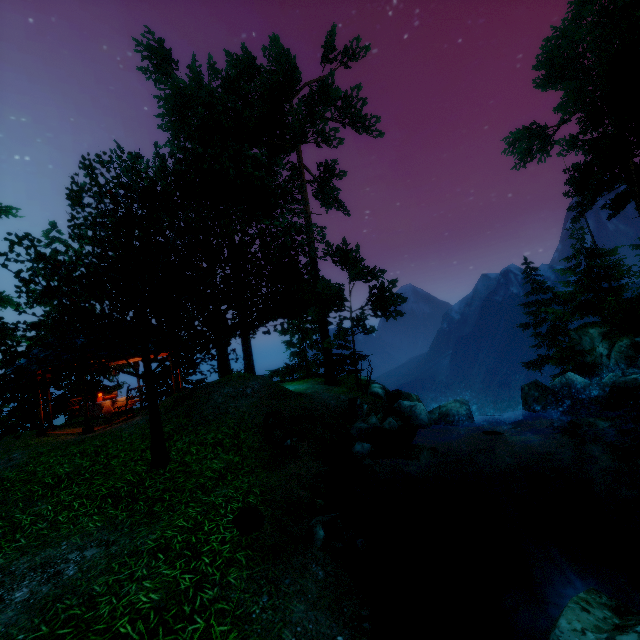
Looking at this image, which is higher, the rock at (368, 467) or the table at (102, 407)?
the table at (102, 407)

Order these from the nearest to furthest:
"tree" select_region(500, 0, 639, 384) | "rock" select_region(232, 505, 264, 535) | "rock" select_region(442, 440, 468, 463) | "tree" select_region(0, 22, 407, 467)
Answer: "rock" select_region(232, 505, 264, 535) → "tree" select_region(0, 22, 407, 467) → "rock" select_region(442, 440, 468, 463) → "tree" select_region(500, 0, 639, 384)

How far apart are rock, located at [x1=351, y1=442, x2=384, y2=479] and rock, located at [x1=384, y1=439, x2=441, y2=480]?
0.8 meters

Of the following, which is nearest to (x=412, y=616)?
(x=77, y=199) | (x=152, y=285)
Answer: (x=152, y=285)

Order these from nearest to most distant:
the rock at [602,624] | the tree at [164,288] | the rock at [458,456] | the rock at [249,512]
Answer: the rock at [602,624] < the rock at [249,512] < the tree at [164,288] < the rock at [458,456]

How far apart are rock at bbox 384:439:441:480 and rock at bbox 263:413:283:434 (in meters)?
3.27

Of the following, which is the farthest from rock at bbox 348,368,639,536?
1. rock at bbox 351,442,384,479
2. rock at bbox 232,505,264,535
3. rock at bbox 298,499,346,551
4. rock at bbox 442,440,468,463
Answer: rock at bbox 232,505,264,535

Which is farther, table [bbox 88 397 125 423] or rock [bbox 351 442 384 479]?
table [bbox 88 397 125 423]
